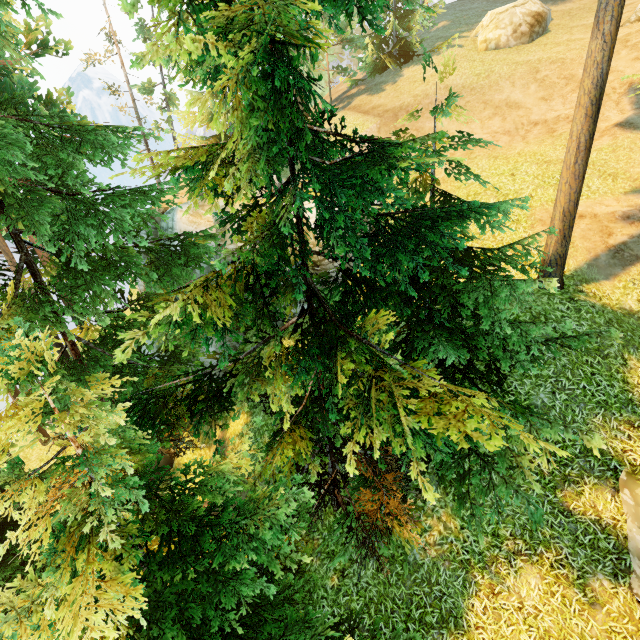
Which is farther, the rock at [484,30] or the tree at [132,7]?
the rock at [484,30]

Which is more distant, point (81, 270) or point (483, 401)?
point (81, 270)

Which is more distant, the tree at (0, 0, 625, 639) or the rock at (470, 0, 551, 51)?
the rock at (470, 0, 551, 51)

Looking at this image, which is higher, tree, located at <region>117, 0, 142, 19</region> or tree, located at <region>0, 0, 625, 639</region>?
tree, located at <region>117, 0, 142, 19</region>

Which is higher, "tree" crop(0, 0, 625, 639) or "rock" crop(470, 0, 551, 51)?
"rock" crop(470, 0, 551, 51)
